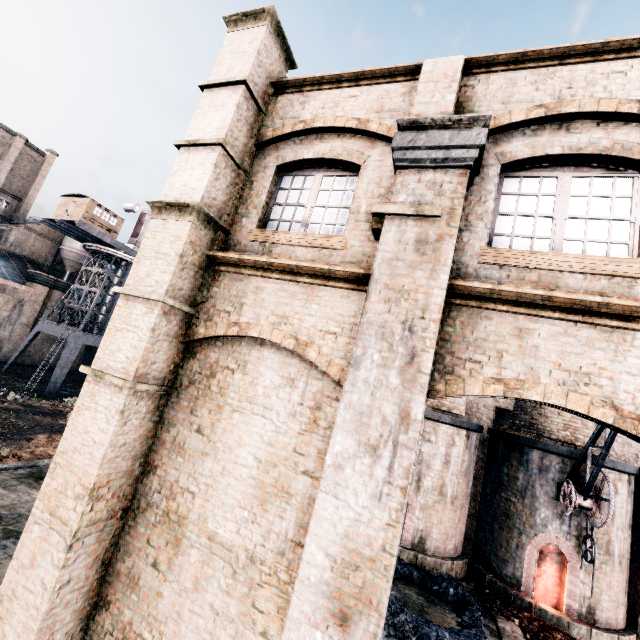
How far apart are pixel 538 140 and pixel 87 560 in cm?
1041

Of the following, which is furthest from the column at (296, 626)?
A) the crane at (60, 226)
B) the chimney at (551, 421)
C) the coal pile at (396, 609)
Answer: the crane at (60, 226)

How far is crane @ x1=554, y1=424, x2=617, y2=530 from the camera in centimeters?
1185cm

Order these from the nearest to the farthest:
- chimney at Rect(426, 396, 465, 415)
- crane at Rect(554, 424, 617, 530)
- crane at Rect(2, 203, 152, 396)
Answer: crane at Rect(554, 424, 617, 530)
chimney at Rect(426, 396, 465, 415)
crane at Rect(2, 203, 152, 396)

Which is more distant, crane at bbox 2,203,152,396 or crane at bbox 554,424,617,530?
crane at bbox 2,203,152,396

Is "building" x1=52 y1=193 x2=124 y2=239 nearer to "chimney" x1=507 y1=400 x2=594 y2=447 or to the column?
the column

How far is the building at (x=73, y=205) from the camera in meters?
36.6

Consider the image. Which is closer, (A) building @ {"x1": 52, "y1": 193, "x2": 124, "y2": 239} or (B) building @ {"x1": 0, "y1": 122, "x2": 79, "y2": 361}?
(A) building @ {"x1": 52, "y1": 193, "x2": 124, "y2": 239}
